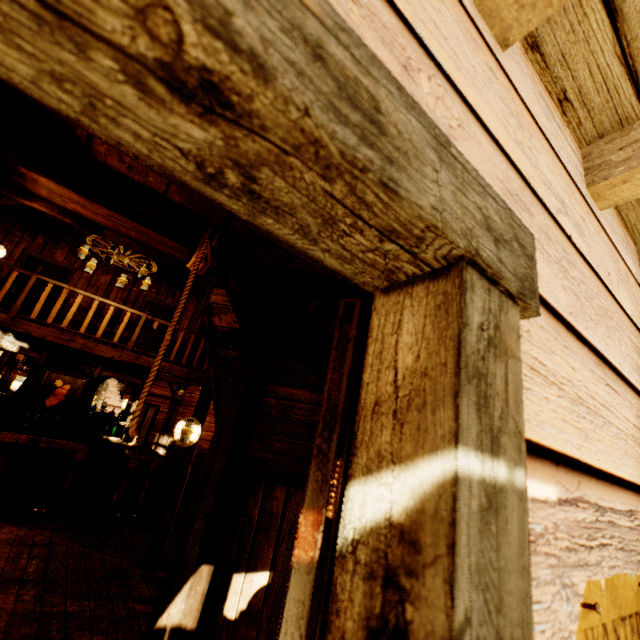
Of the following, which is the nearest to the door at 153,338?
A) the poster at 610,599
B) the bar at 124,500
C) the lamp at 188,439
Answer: the bar at 124,500

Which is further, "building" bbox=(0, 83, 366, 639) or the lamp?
the lamp

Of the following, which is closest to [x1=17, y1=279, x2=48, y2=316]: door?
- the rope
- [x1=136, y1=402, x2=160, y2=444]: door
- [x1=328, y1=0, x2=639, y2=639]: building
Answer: [x1=328, y1=0, x2=639, y2=639]: building

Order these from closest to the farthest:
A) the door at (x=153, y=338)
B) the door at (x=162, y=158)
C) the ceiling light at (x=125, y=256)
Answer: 1. the door at (x=162, y=158)
2. the ceiling light at (x=125, y=256)
3. the door at (x=153, y=338)

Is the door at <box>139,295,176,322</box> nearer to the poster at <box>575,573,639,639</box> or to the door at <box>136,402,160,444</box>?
the door at <box>136,402,160,444</box>

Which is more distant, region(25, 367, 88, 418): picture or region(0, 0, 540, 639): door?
region(25, 367, 88, 418): picture

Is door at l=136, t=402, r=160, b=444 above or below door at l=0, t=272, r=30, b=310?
below

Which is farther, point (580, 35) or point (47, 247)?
point (47, 247)
